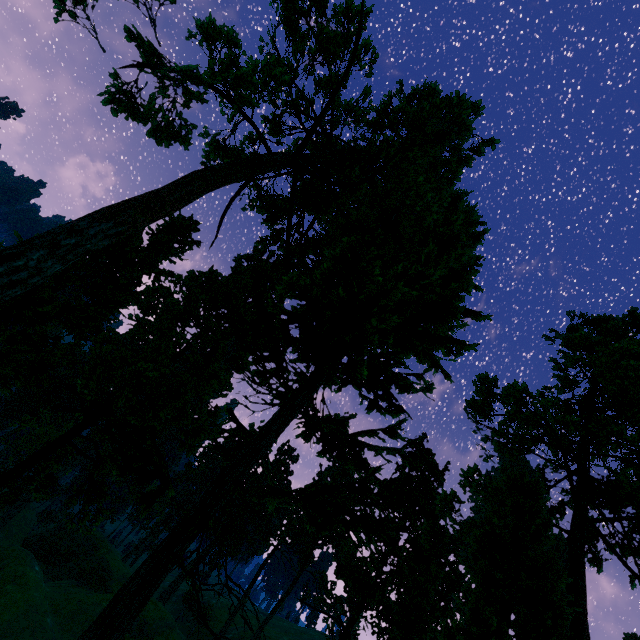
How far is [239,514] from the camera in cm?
5650

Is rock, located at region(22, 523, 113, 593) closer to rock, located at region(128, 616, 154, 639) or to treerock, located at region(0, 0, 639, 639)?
treerock, located at region(0, 0, 639, 639)

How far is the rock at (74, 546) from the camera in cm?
4431

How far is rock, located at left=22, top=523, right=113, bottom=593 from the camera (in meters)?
44.31

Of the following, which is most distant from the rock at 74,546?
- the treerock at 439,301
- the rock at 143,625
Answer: the rock at 143,625

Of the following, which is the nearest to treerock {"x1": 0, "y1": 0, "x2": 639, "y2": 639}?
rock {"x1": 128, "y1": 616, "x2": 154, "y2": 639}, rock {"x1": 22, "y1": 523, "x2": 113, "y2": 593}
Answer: rock {"x1": 22, "y1": 523, "x2": 113, "y2": 593}

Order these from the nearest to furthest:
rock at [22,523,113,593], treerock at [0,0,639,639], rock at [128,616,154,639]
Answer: treerock at [0,0,639,639]
rock at [128,616,154,639]
rock at [22,523,113,593]
